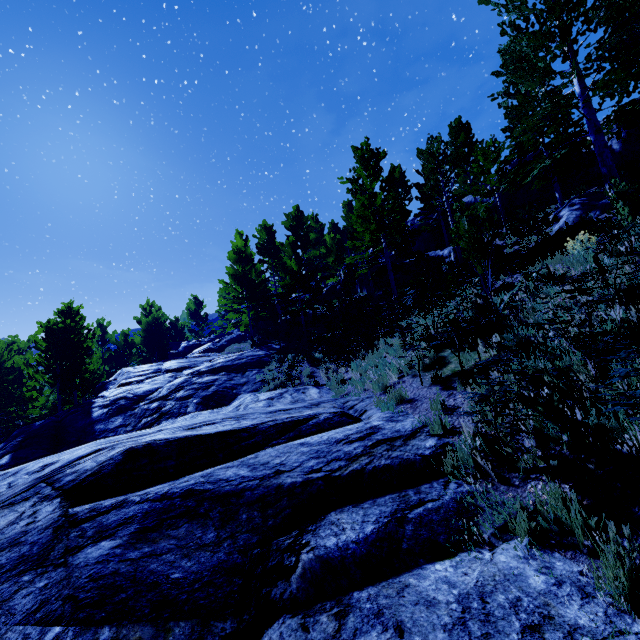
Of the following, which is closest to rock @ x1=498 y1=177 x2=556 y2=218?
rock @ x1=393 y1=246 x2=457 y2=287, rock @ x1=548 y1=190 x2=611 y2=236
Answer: rock @ x1=393 y1=246 x2=457 y2=287

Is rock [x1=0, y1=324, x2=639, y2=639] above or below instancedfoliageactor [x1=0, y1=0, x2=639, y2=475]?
below

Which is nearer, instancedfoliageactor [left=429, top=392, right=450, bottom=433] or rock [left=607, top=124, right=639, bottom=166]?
instancedfoliageactor [left=429, top=392, right=450, bottom=433]

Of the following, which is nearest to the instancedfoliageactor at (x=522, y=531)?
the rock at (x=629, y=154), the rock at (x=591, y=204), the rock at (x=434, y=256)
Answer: the rock at (x=629, y=154)

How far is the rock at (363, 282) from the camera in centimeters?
2662cm

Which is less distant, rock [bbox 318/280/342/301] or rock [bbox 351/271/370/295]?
rock [bbox 351/271/370/295]

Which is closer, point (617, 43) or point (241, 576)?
point (241, 576)

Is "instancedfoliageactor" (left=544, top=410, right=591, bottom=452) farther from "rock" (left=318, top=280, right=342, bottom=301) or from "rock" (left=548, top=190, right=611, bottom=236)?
"rock" (left=548, top=190, right=611, bottom=236)
